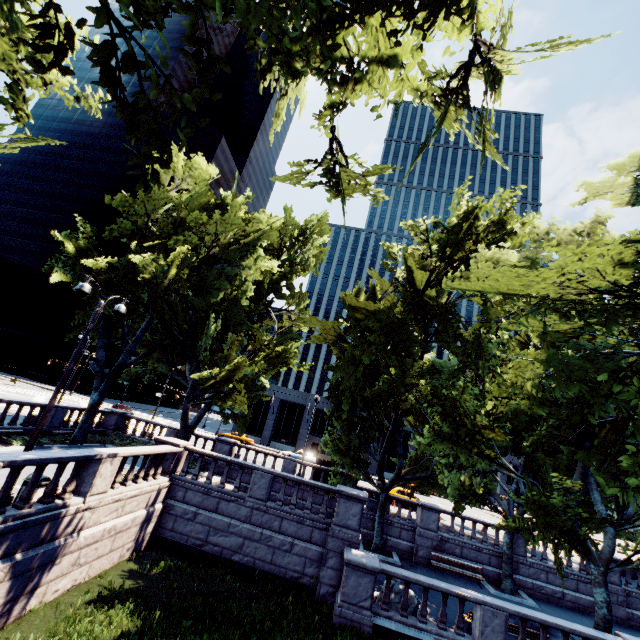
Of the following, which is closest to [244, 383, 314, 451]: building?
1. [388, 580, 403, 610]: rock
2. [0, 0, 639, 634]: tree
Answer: [0, 0, 639, 634]: tree

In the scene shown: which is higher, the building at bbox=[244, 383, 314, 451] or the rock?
the building at bbox=[244, 383, 314, 451]

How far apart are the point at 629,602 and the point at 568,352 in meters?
22.7

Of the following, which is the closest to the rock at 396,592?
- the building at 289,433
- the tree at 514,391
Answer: the tree at 514,391

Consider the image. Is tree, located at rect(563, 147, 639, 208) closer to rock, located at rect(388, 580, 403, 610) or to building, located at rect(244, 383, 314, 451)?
rock, located at rect(388, 580, 403, 610)

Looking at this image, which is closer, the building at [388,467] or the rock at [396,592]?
the rock at [396,592]
